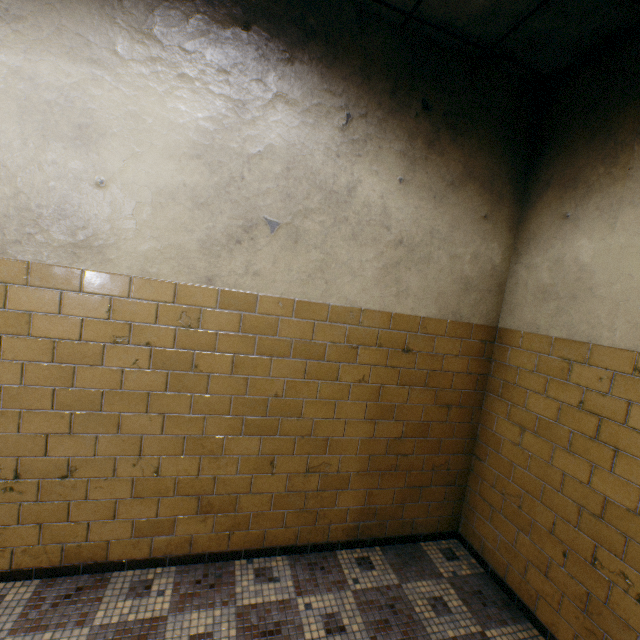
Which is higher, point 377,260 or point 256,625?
point 377,260
